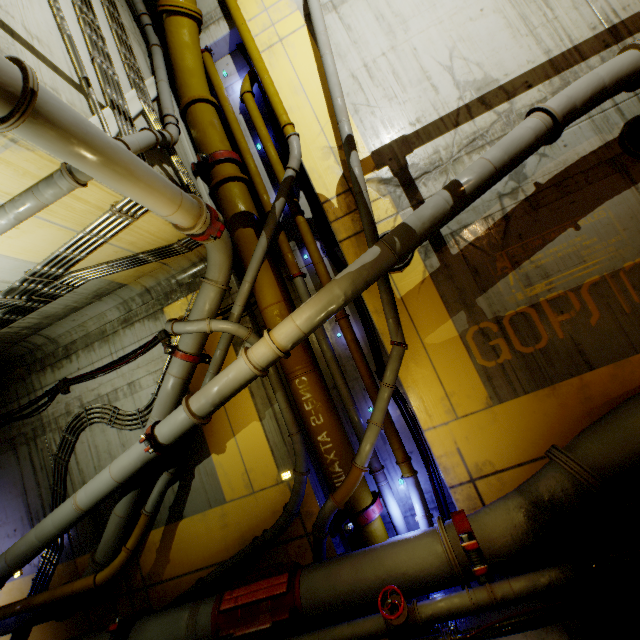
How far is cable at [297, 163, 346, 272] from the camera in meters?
7.0

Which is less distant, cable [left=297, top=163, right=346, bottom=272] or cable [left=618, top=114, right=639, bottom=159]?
cable [left=618, top=114, right=639, bottom=159]

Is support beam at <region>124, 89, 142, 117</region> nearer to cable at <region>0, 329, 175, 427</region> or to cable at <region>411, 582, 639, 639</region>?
cable at <region>0, 329, 175, 427</region>

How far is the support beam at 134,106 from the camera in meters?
5.4

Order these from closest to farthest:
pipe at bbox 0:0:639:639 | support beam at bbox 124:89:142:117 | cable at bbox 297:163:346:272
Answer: pipe at bbox 0:0:639:639 → support beam at bbox 124:89:142:117 → cable at bbox 297:163:346:272

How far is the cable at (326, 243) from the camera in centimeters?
699cm

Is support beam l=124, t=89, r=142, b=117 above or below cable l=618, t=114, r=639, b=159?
above

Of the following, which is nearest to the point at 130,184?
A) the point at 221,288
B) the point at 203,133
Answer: the point at 221,288
